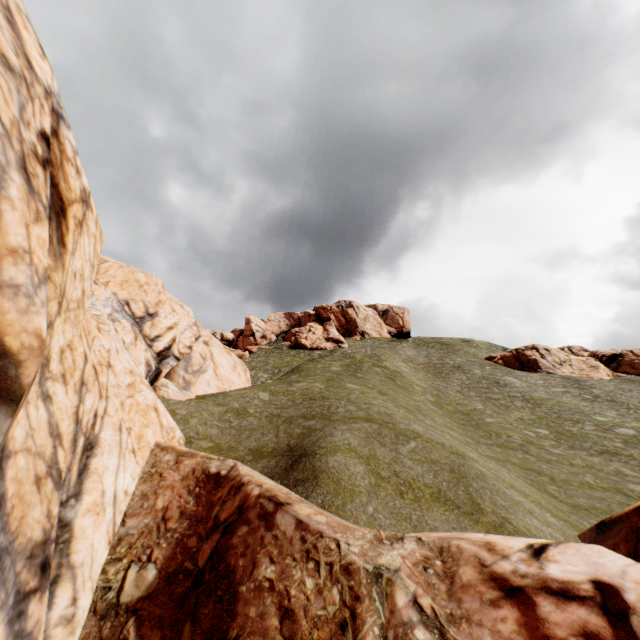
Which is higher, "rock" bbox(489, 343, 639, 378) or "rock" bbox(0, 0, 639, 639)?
"rock" bbox(489, 343, 639, 378)

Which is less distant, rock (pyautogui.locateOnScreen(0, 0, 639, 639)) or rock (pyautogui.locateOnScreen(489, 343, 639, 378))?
rock (pyautogui.locateOnScreen(0, 0, 639, 639))

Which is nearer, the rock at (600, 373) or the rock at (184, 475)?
the rock at (184, 475)

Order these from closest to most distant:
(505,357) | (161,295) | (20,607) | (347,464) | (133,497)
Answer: (20,607), (133,497), (347,464), (161,295), (505,357)

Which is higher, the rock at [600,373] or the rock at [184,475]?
the rock at [600,373]
